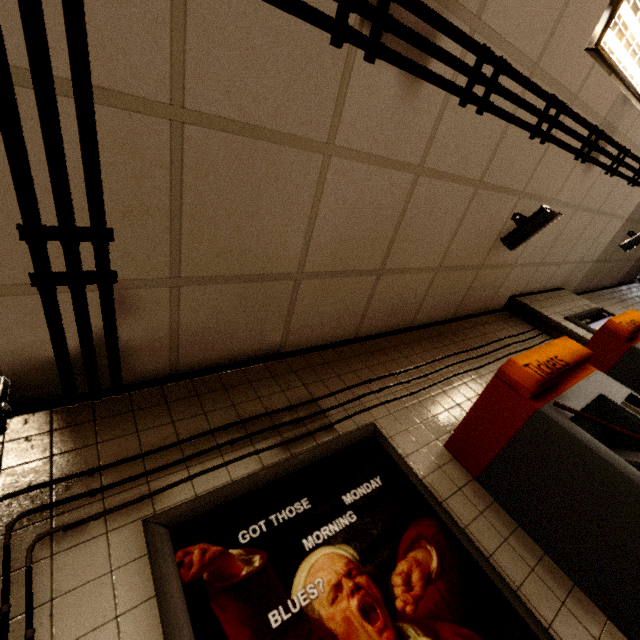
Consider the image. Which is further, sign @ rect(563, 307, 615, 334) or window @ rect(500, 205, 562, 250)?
sign @ rect(563, 307, 615, 334)

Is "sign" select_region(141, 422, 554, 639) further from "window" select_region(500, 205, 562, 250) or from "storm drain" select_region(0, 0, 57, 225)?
"window" select_region(500, 205, 562, 250)

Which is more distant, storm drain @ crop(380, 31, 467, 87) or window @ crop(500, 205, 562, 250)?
window @ crop(500, 205, 562, 250)

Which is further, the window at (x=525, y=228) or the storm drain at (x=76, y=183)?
the window at (x=525, y=228)

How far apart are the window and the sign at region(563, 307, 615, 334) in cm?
154

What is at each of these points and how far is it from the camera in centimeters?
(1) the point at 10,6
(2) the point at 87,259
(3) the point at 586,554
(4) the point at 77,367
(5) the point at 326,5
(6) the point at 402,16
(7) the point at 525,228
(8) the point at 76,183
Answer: (1) storm drain, 91cm
(2) storm drain, 138cm
(3) ticket machine, 148cm
(4) storm drain, 162cm
(5) storm drain, 132cm
(6) storm drain, 151cm
(7) window, 299cm
(8) storm drain, 121cm

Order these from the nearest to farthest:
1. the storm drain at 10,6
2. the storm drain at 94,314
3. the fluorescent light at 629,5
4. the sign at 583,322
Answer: the storm drain at 10,6
the storm drain at 94,314
the fluorescent light at 629,5
the sign at 583,322

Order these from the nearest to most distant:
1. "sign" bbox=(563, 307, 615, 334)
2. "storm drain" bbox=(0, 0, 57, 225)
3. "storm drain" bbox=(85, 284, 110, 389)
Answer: "storm drain" bbox=(0, 0, 57, 225) < "storm drain" bbox=(85, 284, 110, 389) < "sign" bbox=(563, 307, 615, 334)
